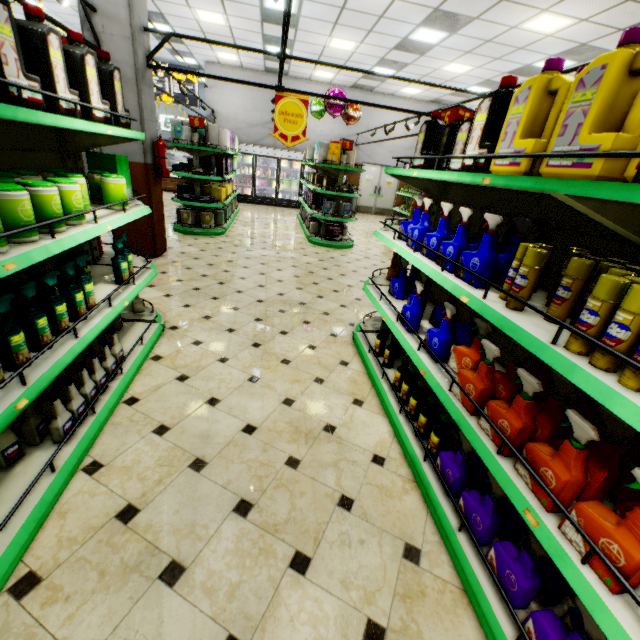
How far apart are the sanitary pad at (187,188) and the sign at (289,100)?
3.3 meters

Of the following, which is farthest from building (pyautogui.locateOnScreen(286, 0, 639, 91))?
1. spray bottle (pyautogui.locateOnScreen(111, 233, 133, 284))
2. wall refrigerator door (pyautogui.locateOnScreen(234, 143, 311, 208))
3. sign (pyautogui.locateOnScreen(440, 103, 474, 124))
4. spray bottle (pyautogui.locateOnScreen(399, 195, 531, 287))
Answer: sign (pyautogui.locateOnScreen(440, 103, 474, 124))

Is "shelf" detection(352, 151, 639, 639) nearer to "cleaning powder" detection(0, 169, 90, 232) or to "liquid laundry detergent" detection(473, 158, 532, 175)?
"liquid laundry detergent" detection(473, 158, 532, 175)

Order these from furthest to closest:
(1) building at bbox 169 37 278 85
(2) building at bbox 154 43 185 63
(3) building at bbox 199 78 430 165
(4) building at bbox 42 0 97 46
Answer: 1. (3) building at bbox 199 78 430 165
2. (2) building at bbox 154 43 185 63
3. (1) building at bbox 169 37 278 85
4. (4) building at bbox 42 0 97 46

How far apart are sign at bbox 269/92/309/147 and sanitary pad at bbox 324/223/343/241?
2.7 meters

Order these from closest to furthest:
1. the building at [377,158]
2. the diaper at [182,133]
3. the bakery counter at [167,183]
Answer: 1. the diaper at [182,133]
2. the building at [377,158]
3. the bakery counter at [167,183]

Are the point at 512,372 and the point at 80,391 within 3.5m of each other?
yes

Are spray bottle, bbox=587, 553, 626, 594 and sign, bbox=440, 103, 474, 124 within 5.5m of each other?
yes
